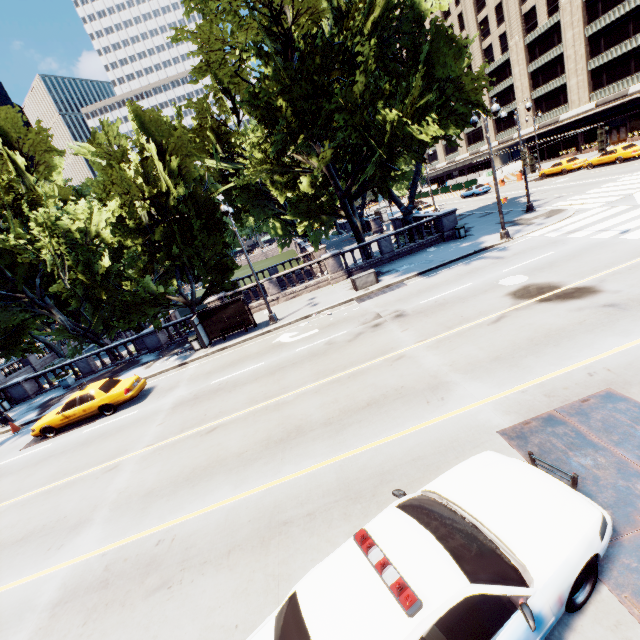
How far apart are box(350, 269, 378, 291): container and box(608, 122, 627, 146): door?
46.2m

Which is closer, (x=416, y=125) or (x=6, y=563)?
(x=6, y=563)

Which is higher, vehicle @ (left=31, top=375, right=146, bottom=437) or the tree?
the tree

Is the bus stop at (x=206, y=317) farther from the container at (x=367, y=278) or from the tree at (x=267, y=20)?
the container at (x=367, y=278)

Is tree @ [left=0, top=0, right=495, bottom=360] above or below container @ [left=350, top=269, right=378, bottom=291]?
above

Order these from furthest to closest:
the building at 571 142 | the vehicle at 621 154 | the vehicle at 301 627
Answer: the building at 571 142, the vehicle at 621 154, the vehicle at 301 627

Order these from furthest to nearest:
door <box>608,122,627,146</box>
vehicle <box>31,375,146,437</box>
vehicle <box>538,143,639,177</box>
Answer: door <box>608,122,627,146</box>, vehicle <box>538,143,639,177</box>, vehicle <box>31,375,146,437</box>

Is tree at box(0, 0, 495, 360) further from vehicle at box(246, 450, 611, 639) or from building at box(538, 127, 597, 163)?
vehicle at box(246, 450, 611, 639)
